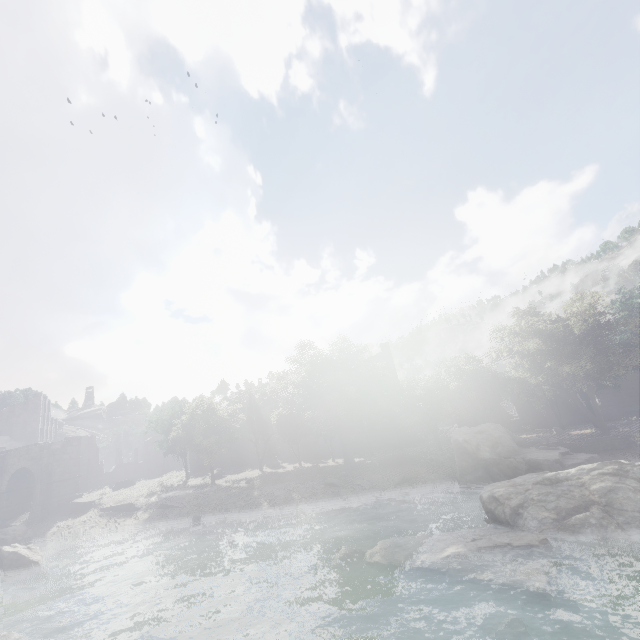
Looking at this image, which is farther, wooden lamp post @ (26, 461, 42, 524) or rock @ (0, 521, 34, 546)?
wooden lamp post @ (26, 461, 42, 524)

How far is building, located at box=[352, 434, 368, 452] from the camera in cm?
4238

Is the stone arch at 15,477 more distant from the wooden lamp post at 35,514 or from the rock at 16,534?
the rock at 16,534

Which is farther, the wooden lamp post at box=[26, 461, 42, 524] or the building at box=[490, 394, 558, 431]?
the building at box=[490, 394, 558, 431]

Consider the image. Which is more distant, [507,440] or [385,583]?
[507,440]

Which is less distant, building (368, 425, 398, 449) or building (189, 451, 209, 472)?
building (368, 425, 398, 449)

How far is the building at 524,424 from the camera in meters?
37.5
